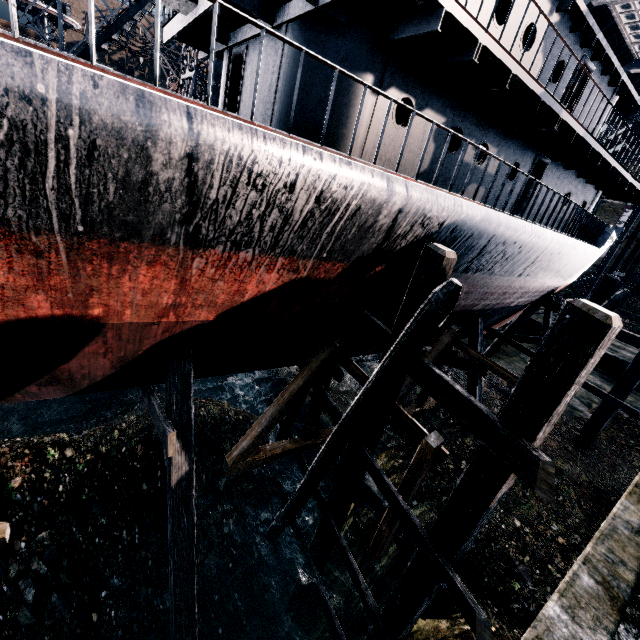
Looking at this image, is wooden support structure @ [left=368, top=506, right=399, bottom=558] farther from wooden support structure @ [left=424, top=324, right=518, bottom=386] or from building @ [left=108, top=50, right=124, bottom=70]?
building @ [left=108, top=50, right=124, bottom=70]

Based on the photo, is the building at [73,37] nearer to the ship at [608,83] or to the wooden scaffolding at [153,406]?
the ship at [608,83]

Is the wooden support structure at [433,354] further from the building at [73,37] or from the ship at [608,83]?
the building at [73,37]

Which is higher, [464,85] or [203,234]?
[464,85]

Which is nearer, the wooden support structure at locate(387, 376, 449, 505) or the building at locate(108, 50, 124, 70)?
the wooden support structure at locate(387, 376, 449, 505)

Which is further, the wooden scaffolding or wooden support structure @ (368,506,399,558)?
wooden support structure @ (368,506,399,558)

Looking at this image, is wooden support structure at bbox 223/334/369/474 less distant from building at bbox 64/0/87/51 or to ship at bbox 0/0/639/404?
ship at bbox 0/0/639/404

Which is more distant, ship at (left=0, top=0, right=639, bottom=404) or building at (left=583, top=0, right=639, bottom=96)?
building at (left=583, top=0, right=639, bottom=96)
